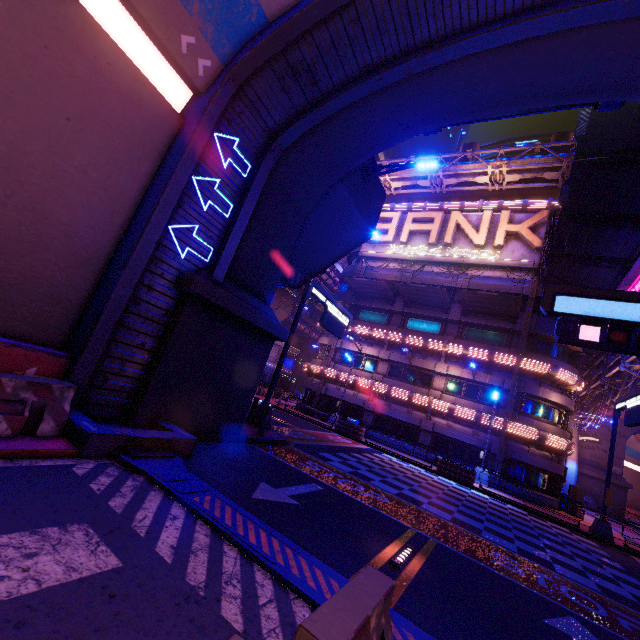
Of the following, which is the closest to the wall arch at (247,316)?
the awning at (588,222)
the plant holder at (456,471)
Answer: the awning at (588,222)

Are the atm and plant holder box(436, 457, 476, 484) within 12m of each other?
yes

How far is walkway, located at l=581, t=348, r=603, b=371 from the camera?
29.9m

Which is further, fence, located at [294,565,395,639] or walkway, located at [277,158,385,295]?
walkway, located at [277,158,385,295]

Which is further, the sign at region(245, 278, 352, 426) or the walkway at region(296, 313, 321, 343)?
the walkway at region(296, 313, 321, 343)

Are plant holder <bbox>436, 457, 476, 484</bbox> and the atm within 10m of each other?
yes

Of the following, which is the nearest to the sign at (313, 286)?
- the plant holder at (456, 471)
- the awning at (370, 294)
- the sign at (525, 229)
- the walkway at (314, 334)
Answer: the plant holder at (456, 471)

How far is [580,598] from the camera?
7.12m
